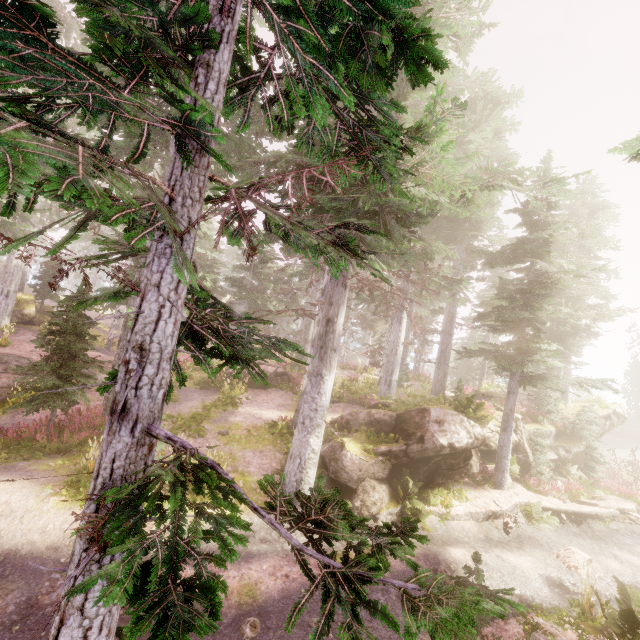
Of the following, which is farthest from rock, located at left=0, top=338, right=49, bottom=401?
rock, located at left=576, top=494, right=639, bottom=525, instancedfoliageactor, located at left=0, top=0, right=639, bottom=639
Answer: rock, located at left=576, top=494, right=639, bottom=525

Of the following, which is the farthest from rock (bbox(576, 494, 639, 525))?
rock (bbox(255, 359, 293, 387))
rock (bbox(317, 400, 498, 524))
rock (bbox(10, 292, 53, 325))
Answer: rock (bbox(10, 292, 53, 325))

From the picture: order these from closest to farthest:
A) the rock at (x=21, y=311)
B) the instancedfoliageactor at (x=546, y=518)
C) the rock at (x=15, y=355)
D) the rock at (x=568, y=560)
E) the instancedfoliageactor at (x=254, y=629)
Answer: the instancedfoliageactor at (x=254, y=629)
the rock at (x=568, y=560)
the instancedfoliageactor at (x=546, y=518)
the rock at (x=15, y=355)
the rock at (x=21, y=311)

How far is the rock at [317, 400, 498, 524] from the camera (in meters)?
11.48

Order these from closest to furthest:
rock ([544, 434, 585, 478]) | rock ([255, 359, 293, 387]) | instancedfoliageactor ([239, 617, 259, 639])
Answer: instancedfoliageactor ([239, 617, 259, 639]) < rock ([544, 434, 585, 478]) < rock ([255, 359, 293, 387])

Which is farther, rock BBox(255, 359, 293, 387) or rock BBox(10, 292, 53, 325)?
rock BBox(10, 292, 53, 325)

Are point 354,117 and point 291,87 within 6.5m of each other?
yes

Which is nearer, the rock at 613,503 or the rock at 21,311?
the rock at 613,503
